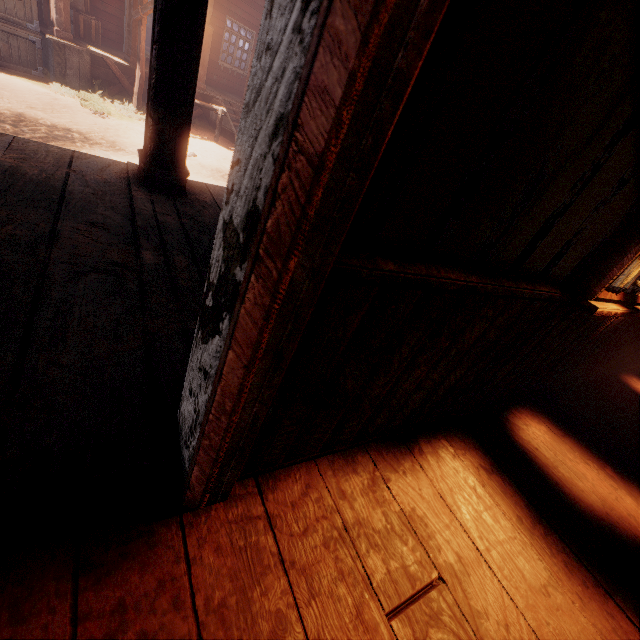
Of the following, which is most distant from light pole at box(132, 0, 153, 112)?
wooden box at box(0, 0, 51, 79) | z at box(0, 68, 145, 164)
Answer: wooden box at box(0, 0, 51, 79)

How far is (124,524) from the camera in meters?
0.9 m

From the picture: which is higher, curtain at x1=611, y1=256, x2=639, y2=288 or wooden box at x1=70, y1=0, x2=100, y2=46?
curtain at x1=611, y1=256, x2=639, y2=288

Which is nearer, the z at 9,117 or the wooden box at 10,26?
the z at 9,117

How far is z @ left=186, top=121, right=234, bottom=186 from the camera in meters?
6.8

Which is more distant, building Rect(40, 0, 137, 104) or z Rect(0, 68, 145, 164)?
building Rect(40, 0, 137, 104)

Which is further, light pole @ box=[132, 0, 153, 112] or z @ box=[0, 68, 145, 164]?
light pole @ box=[132, 0, 153, 112]

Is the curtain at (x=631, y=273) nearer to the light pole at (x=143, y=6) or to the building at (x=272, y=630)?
the building at (x=272, y=630)
